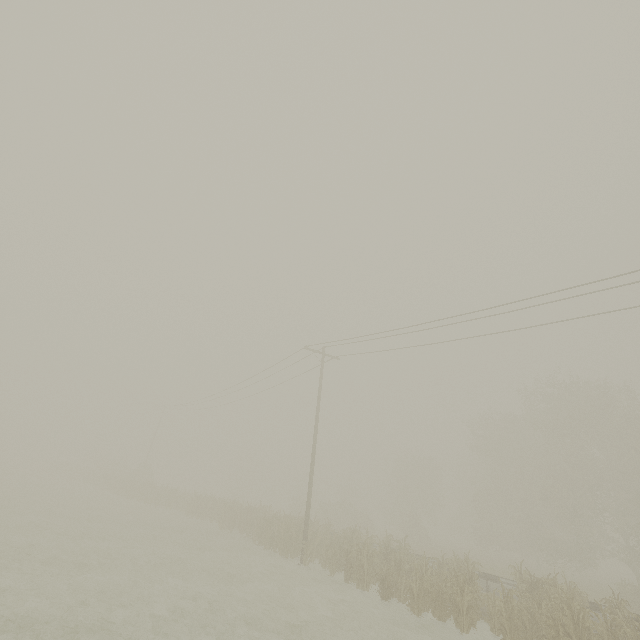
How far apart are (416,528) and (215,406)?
29.01m
